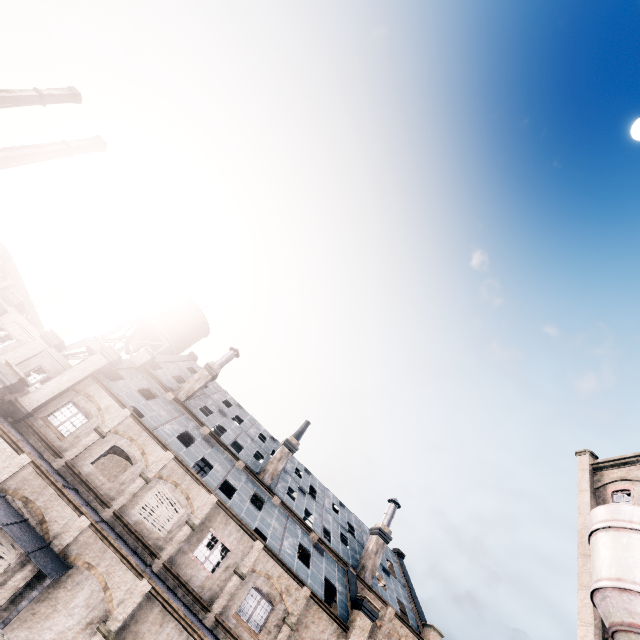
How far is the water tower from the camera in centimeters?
3647cm

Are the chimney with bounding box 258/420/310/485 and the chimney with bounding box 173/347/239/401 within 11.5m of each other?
yes

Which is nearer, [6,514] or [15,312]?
[6,514]

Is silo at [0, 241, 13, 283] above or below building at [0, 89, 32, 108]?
below

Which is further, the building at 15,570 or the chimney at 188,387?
the chimney at 188,387

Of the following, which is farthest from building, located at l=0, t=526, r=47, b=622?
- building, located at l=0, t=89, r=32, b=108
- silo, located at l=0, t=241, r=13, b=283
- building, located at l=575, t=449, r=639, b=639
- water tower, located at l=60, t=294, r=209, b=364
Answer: building, located at l=0, t=89, r=32, b=108

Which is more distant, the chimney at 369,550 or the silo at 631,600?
the chimney at 369,550

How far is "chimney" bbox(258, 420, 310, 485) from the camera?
29.9m
